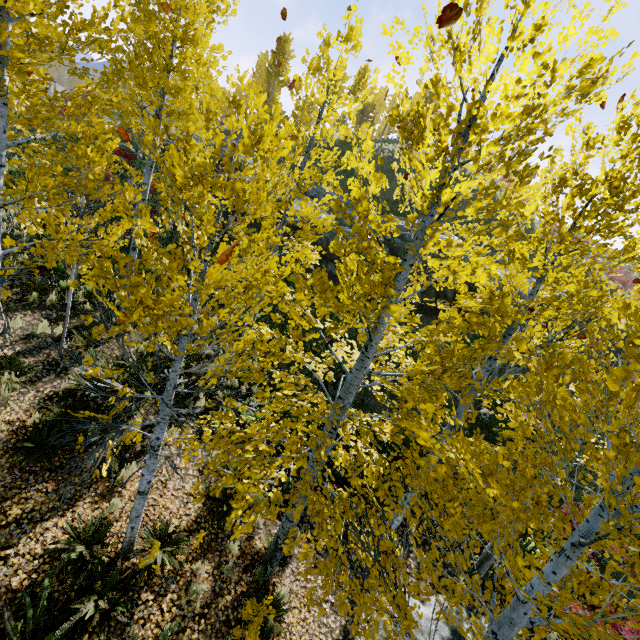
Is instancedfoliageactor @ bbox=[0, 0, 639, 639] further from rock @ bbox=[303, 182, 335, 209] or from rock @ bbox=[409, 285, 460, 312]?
rock @ bbox=[303, 182, 335, 209]

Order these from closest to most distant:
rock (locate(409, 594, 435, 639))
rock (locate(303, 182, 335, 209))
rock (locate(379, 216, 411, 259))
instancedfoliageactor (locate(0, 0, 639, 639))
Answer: instancedfoliageactor (locate(0, 0, 639, 639))
rock (locate(409, 594, 435, 639))
rock (locate(379, 216, 411, 259))
rock (locate(303, 182, 335, 209))

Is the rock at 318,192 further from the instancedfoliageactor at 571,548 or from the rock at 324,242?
the instancedfoliageactor at 571,548

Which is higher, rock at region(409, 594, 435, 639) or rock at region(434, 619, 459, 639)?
rock at region(434, 619, 459, 639)

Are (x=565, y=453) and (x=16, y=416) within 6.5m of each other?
no

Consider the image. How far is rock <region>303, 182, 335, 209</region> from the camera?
20.5 meters

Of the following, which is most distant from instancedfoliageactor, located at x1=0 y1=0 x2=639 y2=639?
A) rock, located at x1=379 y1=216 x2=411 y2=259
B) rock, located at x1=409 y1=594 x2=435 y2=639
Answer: rock, located at x1=379 y1=216 x2=411 y2=259

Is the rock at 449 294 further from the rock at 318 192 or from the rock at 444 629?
the rock at 444 629
